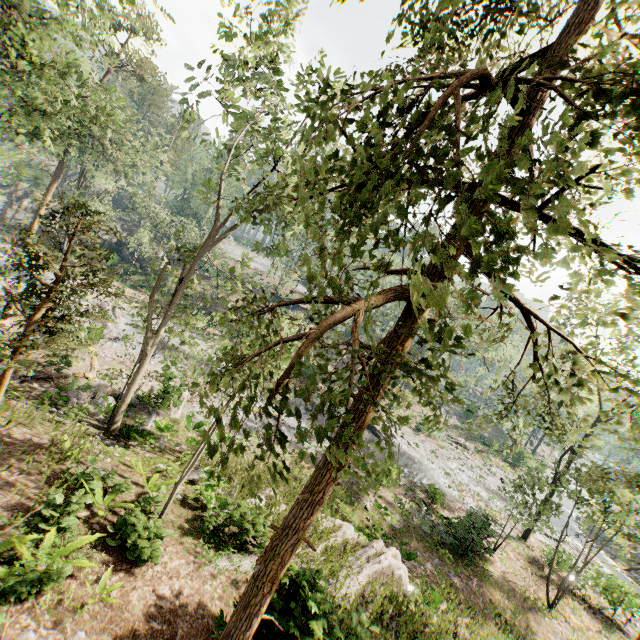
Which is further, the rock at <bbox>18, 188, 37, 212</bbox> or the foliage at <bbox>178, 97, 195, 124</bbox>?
the rock at <bbox>18, 188, 37, 212</bbox>

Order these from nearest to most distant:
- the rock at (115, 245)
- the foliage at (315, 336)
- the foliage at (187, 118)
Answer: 1. the foliage at (315, 336)
2. the foliage at (187, 118)
3. the rock at (115, 245)

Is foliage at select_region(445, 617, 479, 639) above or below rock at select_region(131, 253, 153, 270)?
below

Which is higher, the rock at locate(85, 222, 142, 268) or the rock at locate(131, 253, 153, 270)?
the rock at locate(85, 222, 142, 268)

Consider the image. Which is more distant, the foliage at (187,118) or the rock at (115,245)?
the rock at (115,245)

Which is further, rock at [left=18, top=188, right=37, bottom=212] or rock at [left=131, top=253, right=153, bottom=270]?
rock at [left=18, top=188, right=37, bottom=212]

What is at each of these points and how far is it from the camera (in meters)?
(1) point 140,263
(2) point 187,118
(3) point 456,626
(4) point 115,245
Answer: (1) rock, 44.53
(2) foliage, 12.88
(3) foliage, 12.55
(4) rock, 44.66

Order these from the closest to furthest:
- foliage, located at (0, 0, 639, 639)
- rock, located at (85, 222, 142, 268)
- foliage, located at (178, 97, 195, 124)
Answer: foliage, located at (0, 0, 639, 639) < foliage, located at (178, 97, 195, 124) < rock, located at (85, 222, 142, 268)
